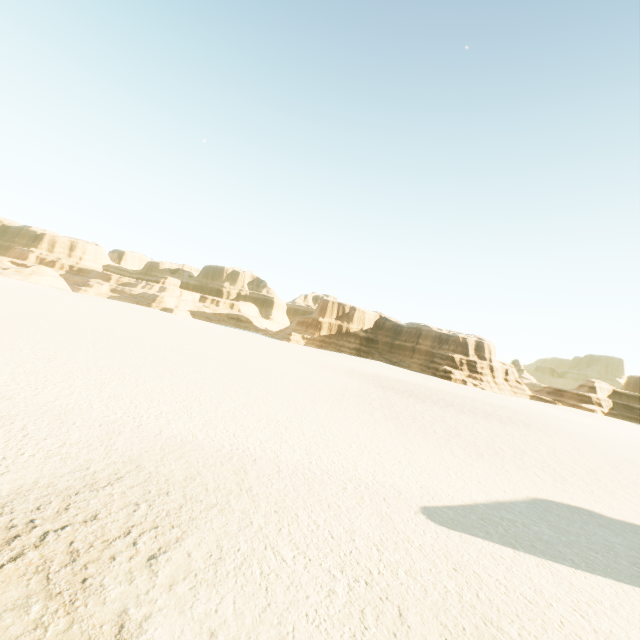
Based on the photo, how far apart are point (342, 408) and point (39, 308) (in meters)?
34.72
